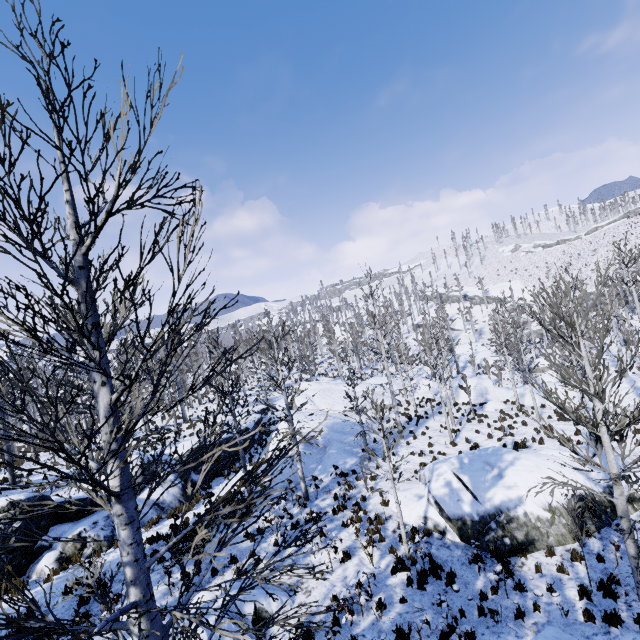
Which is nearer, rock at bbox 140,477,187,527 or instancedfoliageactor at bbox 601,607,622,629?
instancedfoliageactor at bbox 601,607,622,629

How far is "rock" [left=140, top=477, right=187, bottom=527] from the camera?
14.9m

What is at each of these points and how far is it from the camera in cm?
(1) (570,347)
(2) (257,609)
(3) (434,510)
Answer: (1) instancedfoliageactor, 663
(2) rock, 885
(3) rock, 1239

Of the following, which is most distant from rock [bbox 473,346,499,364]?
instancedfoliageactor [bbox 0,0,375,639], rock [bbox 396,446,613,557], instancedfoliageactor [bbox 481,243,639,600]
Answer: instancedfoliageactor [bbox 0,0,375,639]

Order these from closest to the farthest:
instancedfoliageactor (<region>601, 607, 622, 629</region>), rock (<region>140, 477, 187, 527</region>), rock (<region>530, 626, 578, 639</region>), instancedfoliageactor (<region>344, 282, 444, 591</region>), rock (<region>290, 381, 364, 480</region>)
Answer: rock (<region>530, 626, 578, 639</region>), instancedfoliageactor (<region>601, 607, 622, 629</region>), instancedfoliageactor (<region>344, 282, 444, 591</region>), rock (<region>140, 477, 187, 527</region>), rock (<region>290, 381, 364, 480</region>)

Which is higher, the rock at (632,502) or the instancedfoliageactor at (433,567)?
the instancedfoliageactor at (433,567)

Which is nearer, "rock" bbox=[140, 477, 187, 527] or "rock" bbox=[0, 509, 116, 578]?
"rock" bbox=[0, 509, 116, 578]

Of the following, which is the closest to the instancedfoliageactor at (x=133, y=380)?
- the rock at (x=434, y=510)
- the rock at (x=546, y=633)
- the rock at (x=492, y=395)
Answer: the rock at (x=492, y=395)
